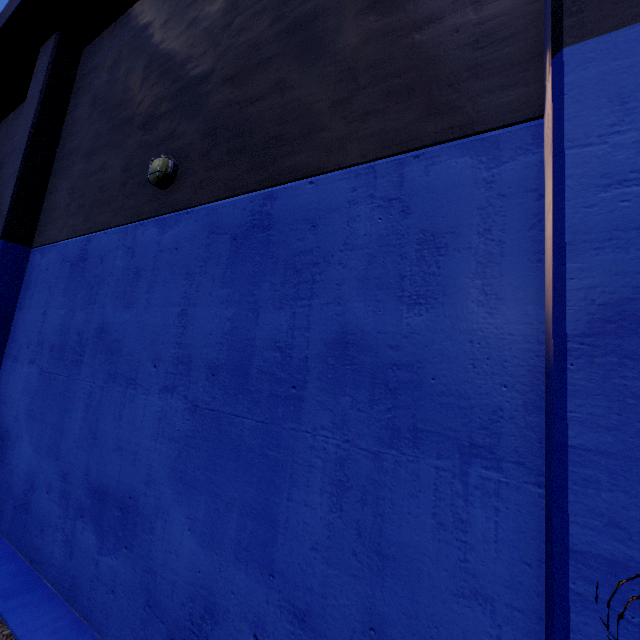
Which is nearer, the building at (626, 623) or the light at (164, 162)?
the building at (626, 623)

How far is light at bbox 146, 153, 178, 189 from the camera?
4.4m

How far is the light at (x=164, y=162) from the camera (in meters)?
4.38

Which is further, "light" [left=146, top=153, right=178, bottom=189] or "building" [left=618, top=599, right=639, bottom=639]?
"light" [left=146, top=153, right=178, bottom=189]

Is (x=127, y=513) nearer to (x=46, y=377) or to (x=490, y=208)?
(x=46, y=377)

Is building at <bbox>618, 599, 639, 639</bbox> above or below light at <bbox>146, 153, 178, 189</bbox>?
below
